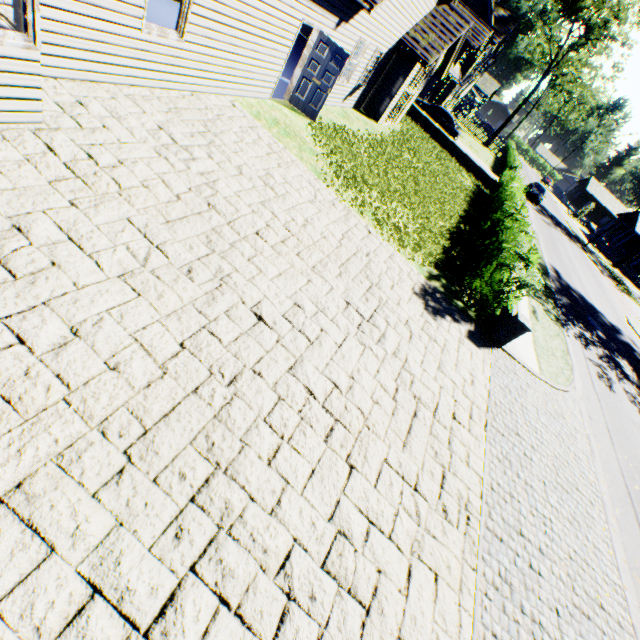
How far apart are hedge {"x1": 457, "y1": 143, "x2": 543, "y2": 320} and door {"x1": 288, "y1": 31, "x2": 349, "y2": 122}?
7.55m

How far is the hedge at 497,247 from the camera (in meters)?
8.22

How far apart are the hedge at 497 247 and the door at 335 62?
7.5m

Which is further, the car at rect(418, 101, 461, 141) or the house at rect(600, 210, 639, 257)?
the house at rect(600, 210, 639, 257)

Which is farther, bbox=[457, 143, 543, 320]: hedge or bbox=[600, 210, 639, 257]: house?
bbox=[600, 210, 639, 257]: house

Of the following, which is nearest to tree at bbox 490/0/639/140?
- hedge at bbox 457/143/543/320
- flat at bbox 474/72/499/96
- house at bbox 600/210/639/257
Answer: flat at bbox 474/72/499/96

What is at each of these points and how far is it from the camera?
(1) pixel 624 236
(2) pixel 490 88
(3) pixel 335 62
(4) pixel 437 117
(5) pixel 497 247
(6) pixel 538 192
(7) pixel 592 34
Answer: (1) house, 58.5m
(2) flat, 55.7m
(3) door, 10.2m
(4) car, 26.2m
(5) hedge, 13.1m
(6) car, 35.5m
(7) tree, 33.4m

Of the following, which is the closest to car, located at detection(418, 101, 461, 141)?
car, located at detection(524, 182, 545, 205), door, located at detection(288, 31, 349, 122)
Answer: car, located at detection(524, 182, 545, 205)
